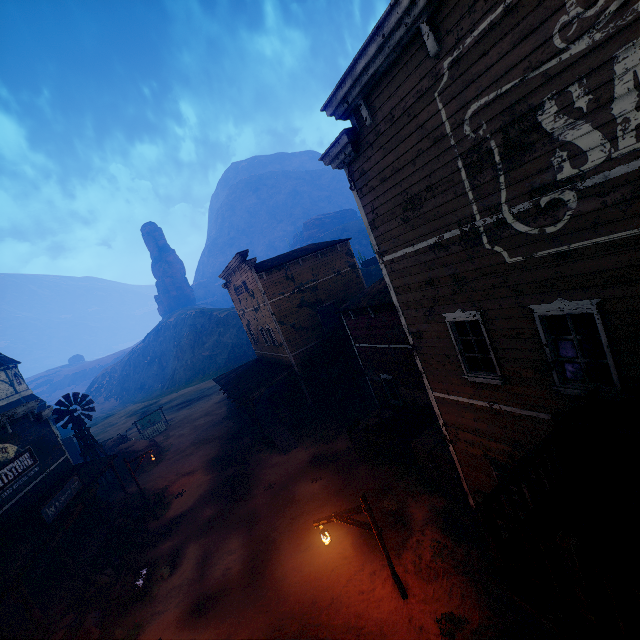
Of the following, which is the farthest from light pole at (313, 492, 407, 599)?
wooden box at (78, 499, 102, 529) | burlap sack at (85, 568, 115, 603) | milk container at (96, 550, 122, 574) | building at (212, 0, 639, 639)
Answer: wooden box at (78, 499, 102, 529)

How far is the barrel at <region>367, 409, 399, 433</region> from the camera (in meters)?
15.04

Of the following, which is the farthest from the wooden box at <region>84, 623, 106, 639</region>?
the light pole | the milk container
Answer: the light pole

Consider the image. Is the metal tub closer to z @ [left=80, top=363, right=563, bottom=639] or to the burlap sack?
z @ [left=80, top=363, right=563, bottom=639]

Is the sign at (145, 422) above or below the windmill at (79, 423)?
below

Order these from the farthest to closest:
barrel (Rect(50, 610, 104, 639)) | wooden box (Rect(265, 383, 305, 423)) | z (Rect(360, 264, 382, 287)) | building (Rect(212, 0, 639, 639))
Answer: z (Rect(360, 264, 382, 287)), wooden box (Rect(265, 383, 305, 423)), barrel (Rect(50, 610, 104, 639)), building (Rect(212, 0, 639, 639))

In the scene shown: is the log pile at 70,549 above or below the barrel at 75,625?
above

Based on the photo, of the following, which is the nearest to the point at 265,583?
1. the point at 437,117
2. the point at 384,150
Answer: the point at 384,150
